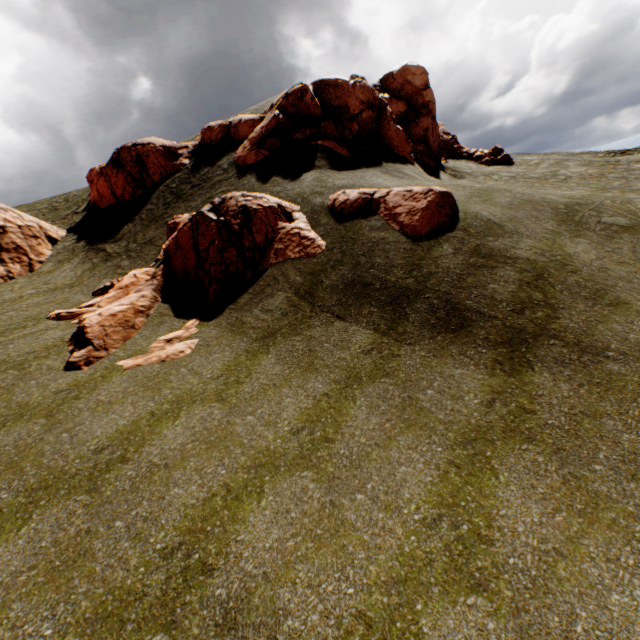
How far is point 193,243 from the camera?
13.4m

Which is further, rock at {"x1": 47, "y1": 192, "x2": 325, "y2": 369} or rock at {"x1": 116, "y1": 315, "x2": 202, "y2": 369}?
rock at {"x1": 47, "y1": 192, "x2": 325, "y2": 369}

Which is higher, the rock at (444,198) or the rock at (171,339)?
the rock at (444,198)

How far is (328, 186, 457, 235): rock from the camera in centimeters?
→ 1155cm

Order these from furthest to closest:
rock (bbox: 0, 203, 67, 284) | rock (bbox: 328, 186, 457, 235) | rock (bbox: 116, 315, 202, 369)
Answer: rock (bbox: 0, 203, 67, 284) → rock (bbox: 328, 186, 457, 235) → rock (bbox: 116, 315, 202, 369)
